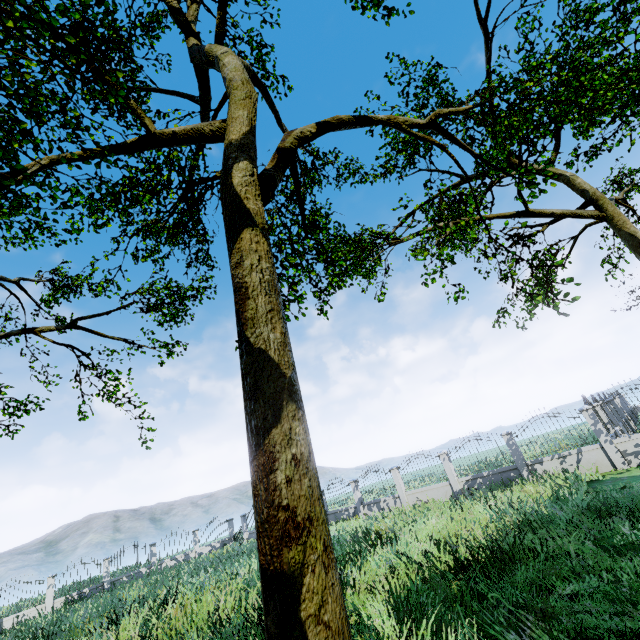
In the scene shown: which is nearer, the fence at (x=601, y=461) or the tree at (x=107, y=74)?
the tree at (x=107, y=74)

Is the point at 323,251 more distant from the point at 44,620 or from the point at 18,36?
the point at 44,620

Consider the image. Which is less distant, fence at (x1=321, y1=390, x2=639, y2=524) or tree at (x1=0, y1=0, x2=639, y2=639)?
tree at (x1=0, y1=0, x2=639, y2=639)
